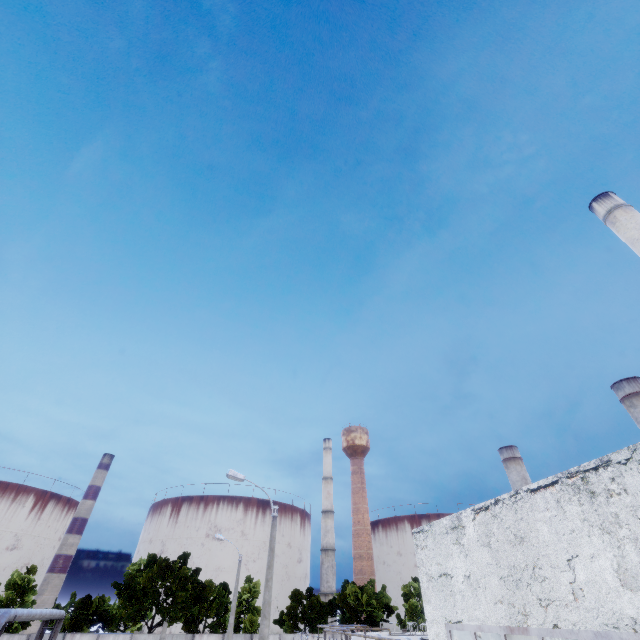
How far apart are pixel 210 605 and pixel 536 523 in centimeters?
4441cm

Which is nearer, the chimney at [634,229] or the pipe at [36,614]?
the pipe at [36,614]

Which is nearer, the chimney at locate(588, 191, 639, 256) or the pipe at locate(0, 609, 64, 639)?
the pipe at locate(0, 609, 64, 639)

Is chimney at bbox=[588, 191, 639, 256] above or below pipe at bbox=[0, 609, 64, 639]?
above

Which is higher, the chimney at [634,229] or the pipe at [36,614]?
the chimney at [634,229]
